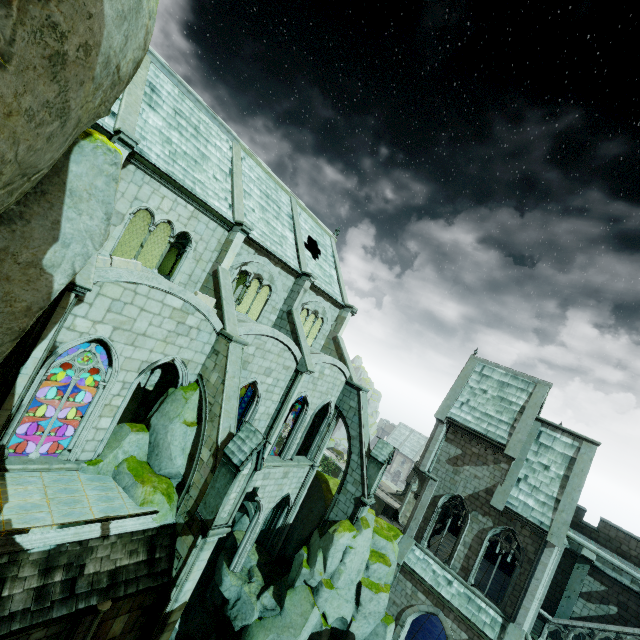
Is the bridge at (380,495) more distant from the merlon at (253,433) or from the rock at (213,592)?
the merlon at (253,433)

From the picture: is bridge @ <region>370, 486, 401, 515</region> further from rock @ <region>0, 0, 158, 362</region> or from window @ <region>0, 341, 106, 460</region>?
window @ <region>0, 341, 106, 460</region>

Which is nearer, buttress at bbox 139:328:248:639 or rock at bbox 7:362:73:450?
buttress at bbox 139:328:248:639

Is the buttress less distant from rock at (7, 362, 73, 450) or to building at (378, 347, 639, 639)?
building at (378, 347, 639, 639)

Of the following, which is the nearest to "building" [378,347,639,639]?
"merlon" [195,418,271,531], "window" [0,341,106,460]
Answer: "window" [0,341,106,460]

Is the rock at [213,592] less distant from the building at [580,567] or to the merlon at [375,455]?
the building at [580,567]

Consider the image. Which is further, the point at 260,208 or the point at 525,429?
the point at 525,429

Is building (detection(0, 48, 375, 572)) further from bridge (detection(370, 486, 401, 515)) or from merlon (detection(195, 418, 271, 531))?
merlon (detection(195, 418, 271, 531))
